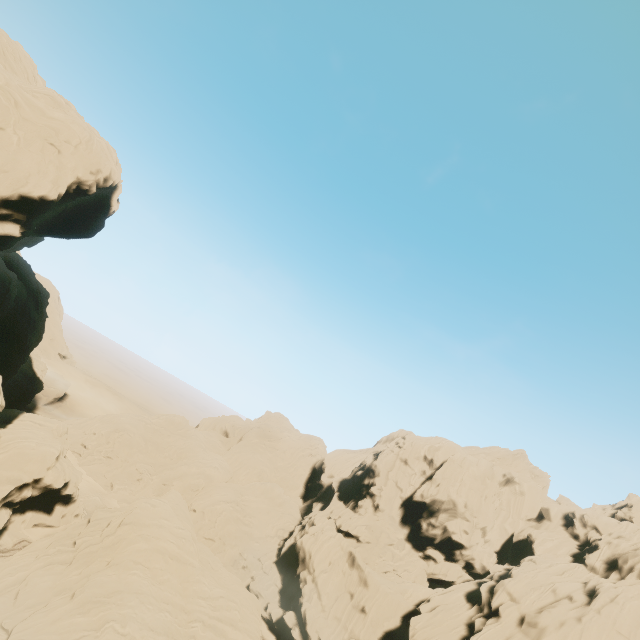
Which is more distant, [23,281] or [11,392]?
[11,392]
